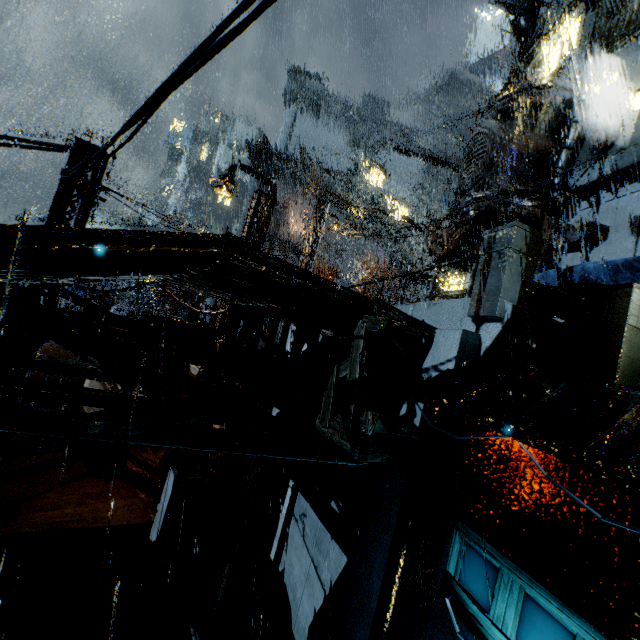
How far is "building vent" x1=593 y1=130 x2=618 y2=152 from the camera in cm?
1408

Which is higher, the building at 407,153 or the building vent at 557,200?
the building at 407,153

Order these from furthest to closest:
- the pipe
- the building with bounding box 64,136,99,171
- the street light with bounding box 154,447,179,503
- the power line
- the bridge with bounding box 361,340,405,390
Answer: the pipe < the street light with bounding box 154,447,179,503 < the building with bounding box 64,136,99,171 < the bridge with bounding box 361,340,405,390 < the power line

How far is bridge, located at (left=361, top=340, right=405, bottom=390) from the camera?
9.2m

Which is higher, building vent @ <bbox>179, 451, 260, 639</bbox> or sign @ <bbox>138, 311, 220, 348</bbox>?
sign @ <bbox>138, 311, 220, 348</bbox>

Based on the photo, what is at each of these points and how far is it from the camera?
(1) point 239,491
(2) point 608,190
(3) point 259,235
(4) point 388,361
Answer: (1) building vent, 15.6m
(2) building, 14.3m
(3) street light, 15.1m
(4) bridge, 9.9m

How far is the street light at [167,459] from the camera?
13.3m

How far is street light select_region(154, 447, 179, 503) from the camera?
13.26m
